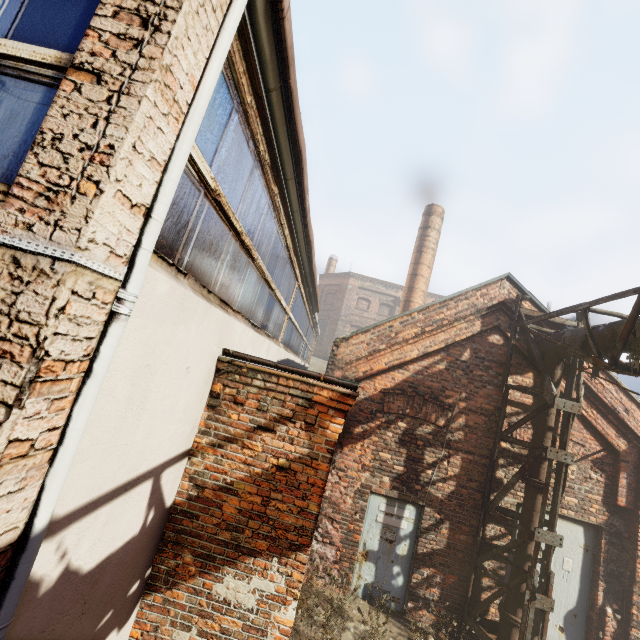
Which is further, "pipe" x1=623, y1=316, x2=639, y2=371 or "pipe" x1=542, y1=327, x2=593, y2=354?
"pipe" x1=542, y1=327, x2=593, y2=354

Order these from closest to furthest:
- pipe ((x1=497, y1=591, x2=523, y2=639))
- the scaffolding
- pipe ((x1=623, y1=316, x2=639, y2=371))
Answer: pipe ((x1=623, y1=316, x2=639, y2=371))
the scaffolding
pipe ((x1=497, y1=591, x2=523, y2=639))

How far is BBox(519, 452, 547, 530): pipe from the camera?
5.88m

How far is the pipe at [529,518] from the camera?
5.9 meters

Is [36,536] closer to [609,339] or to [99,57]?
[99,57]

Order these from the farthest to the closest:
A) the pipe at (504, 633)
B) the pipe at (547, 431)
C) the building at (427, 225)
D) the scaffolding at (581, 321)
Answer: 1. the building at (427, 225)
2. the pipe at (547, 431)
3. the pipe at (504, 633)
4. the scaffolding at (581, 321)
